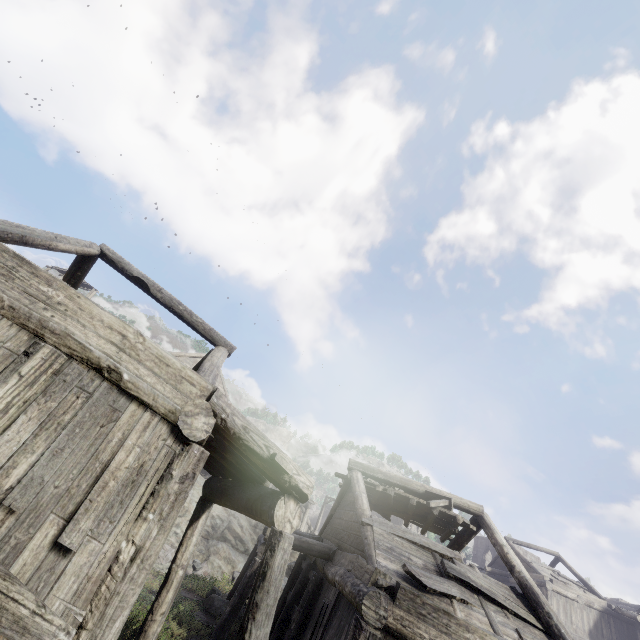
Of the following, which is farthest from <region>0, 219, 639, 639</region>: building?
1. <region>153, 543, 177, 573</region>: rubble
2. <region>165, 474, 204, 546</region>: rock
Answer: <region>153, 543, 177, 573</region>: rubble

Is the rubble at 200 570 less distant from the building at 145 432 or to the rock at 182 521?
the rock at 182 521

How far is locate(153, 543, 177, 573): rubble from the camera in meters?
15.6

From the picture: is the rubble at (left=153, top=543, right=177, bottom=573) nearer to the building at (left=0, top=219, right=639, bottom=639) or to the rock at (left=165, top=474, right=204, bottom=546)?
the rock at (left=165, top=474, right=204, bottom=546)

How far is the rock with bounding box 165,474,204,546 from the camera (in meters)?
18.42

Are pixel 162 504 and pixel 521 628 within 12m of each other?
yes

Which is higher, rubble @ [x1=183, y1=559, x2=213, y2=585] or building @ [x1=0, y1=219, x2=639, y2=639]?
building @ [x1=0, y1=219, x2=639, y2=639]

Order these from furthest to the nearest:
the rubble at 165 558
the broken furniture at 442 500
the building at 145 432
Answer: the rubble at 165 558
the broken furniture at 442 500
the building at 145 432
